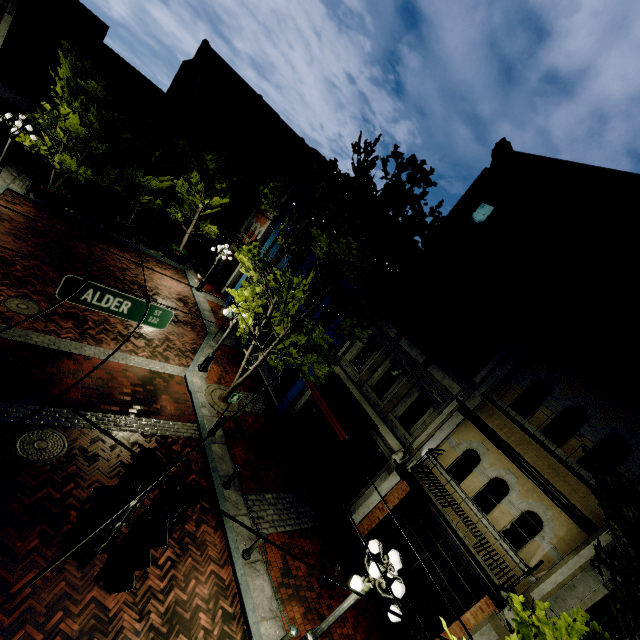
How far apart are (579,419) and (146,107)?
30.56m

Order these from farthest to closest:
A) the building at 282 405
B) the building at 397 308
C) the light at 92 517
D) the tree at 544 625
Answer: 1. the building at 282 405
2. the building at 397 308
3. the tree at 544 625
4. the light at 92 517

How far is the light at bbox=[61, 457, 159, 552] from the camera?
2.6 meters

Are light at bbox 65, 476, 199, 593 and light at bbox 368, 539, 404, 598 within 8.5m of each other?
yes

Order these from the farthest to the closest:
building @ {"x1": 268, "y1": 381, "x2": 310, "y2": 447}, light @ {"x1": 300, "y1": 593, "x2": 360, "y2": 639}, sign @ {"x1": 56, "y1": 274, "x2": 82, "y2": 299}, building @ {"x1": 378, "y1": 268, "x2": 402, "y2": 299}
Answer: building @ {"x1": 268, "y1": 381, "x2": 310, "y2": 447} → building @ {"x1": 378, "y1": 268, "x2": 402, "y2": 299} → light @ {"x1": 300, "y1": 593, "x2": 360, "y2": 639} → sign @ {"x1": 56, "y1": 274, "x2": 82, "y2": 299}

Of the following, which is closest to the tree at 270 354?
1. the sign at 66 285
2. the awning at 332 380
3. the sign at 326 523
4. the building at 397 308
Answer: the building at 397 308

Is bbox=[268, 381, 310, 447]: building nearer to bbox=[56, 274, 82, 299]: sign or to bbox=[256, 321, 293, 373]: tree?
bbox=[256, 321, 293, 373]: tree

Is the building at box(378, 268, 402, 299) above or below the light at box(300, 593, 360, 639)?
above
